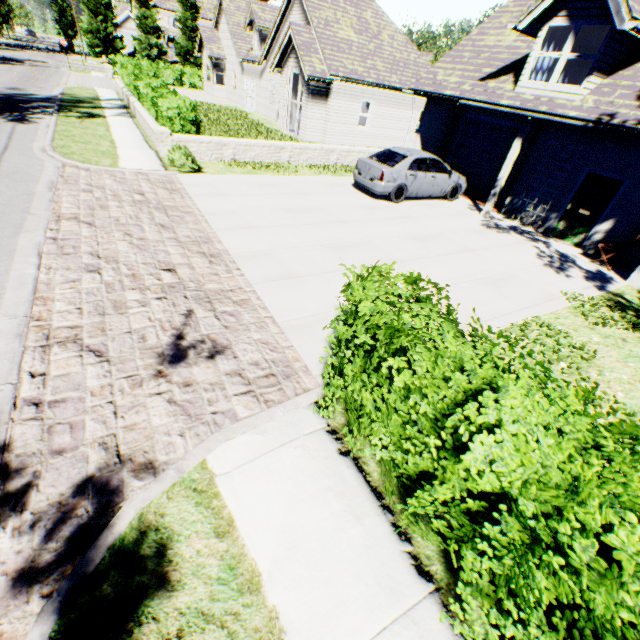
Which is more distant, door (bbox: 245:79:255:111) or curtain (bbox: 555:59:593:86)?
door (bbox: 245:79:255:111)

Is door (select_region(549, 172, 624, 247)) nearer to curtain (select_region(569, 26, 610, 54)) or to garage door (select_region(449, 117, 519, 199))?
curtain (select_region(569, 26, 610, 54))

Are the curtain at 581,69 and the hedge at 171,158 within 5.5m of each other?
no

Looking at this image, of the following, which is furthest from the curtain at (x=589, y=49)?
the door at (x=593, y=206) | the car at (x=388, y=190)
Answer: the car at (x=388, y=190)

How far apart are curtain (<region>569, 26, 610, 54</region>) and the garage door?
2.38m

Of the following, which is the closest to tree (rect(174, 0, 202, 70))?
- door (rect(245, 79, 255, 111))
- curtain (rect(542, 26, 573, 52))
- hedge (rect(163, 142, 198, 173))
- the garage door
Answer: the garage door

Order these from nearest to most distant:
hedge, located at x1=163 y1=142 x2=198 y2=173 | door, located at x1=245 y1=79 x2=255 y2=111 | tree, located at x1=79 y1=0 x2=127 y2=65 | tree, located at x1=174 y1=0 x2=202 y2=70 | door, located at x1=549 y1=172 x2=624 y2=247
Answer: door, located at x1=549 y1=172 x2=624 y2=247, hedge, located at x1=163 y1=142 x2=198 y2=173, door, located at x1=245 y1=79 x2=255 y2=111, tree, located at x1=79 y1=0 x2=127 y2=65, tree, located at x1=174 y1=0 x2=202 y2=70

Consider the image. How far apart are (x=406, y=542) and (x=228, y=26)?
39.84m
